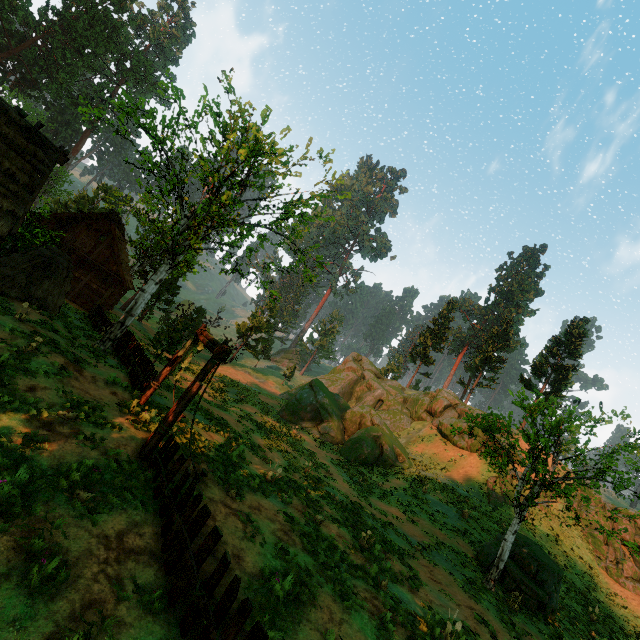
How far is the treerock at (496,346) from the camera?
46.3 meters

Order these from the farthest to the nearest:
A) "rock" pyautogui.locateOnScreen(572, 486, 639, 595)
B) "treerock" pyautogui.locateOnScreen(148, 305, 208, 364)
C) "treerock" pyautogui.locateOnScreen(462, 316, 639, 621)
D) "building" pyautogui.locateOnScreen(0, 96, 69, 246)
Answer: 1. "rock" pyautogui.locateOnScreen(572, 486, 639, 595)
2. "treerock" pyautogui.locateOnScreen(148, 305, 208, 364)
3. "treerock" pyautogui.locateOnScreen(462, 316, 639, 621)
4. "building" pyautogui.locateOnScreen(0, 96, 69, 246)

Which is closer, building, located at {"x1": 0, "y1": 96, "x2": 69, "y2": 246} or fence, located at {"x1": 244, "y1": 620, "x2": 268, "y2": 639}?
fence, located at {"x1": 244, "y1": 620, "x2": 268, "y2": 639}

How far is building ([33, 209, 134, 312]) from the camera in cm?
2606

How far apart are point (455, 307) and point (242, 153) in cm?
4627

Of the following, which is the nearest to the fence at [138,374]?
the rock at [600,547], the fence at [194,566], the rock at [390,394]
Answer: the fence at [194,566]

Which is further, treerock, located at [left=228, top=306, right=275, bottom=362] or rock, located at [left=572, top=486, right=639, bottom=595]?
treerock, located at [left=228, top=306, right=275, bottom=362]

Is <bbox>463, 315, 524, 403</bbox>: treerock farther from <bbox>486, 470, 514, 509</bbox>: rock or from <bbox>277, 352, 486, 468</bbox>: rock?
<bbox>486, 470, 514, 509</bbox>: rock
